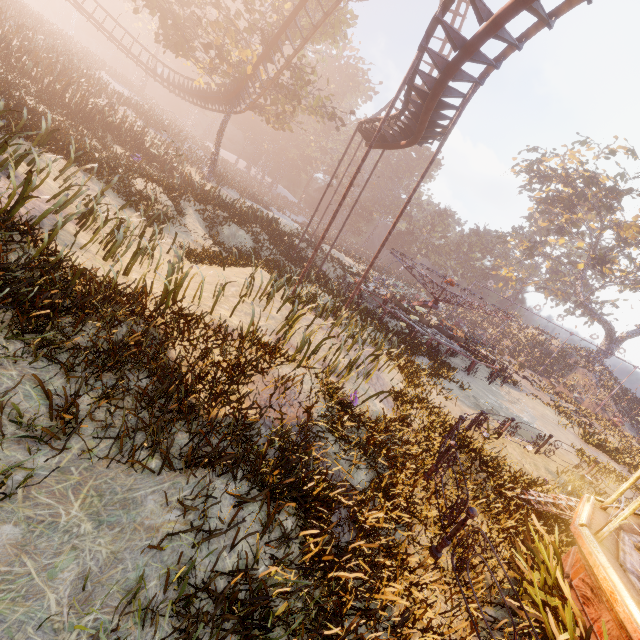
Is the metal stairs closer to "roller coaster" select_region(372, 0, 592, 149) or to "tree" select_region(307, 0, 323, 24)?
"roller coaster" select_region(372, 0, 592, 149)

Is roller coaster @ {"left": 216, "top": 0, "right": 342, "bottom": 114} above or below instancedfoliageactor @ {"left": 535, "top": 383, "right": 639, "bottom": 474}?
above

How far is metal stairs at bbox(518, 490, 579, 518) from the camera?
7.5m

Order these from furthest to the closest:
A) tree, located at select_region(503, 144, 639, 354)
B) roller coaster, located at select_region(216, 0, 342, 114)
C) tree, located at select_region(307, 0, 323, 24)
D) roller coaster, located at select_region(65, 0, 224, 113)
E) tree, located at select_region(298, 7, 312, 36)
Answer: tree, located at select_region(503, 144, 639, 354) < roller coaster, located at select_region(65, 0, 224, 113) < tree, located at select_region(307, 0, 323, 24) < tree, located at select_region(298, 7, 312, 36) < roller coaster, located at select_region(216, 0, 342, 114)

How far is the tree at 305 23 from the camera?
22.98m

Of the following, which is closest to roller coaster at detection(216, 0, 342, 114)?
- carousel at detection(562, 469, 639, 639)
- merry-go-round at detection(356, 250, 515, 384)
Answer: merry-go-round at detection(356, 250, 515, 384)

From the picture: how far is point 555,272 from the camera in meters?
59.6 m

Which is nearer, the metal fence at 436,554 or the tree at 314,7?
the metal fence at 436,554
